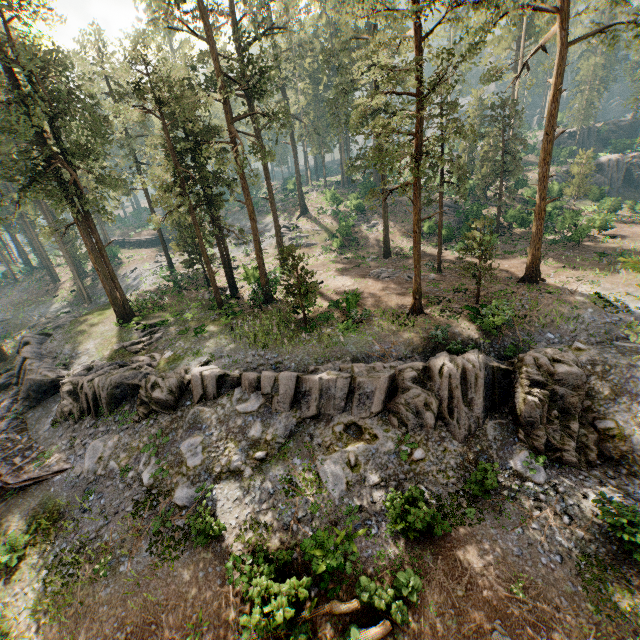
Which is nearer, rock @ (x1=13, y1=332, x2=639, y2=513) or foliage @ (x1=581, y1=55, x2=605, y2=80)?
rock @ (x1=13, y1=332, x2=639, y2=513)

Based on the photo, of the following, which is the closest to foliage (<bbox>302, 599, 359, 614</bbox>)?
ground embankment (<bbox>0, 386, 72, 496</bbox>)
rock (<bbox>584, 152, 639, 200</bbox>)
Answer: ground embankment (<bbox>0, 386, 72, 496</bbox>)

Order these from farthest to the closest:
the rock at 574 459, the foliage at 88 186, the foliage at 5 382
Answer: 1. the foliage at 5 382
2. the foliage at 88 186
3. the rock at 574 459

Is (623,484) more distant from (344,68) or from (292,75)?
(292,75)

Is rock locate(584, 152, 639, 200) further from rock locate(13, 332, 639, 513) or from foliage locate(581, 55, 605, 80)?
rock locate(13, 332, 639, 513)

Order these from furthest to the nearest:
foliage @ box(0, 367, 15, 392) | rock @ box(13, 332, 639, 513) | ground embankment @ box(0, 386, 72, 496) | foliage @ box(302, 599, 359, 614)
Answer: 1. foliage @ box(0, 367, 15, 392)
2. ground embankment @ box(0, 386, 72, 496)
3. rock @ box(13, 332, 639, 513)
4. foliage @ box(302, 599, 359, 614)

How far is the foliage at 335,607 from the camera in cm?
1105

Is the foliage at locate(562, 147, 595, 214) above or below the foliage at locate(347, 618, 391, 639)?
above
